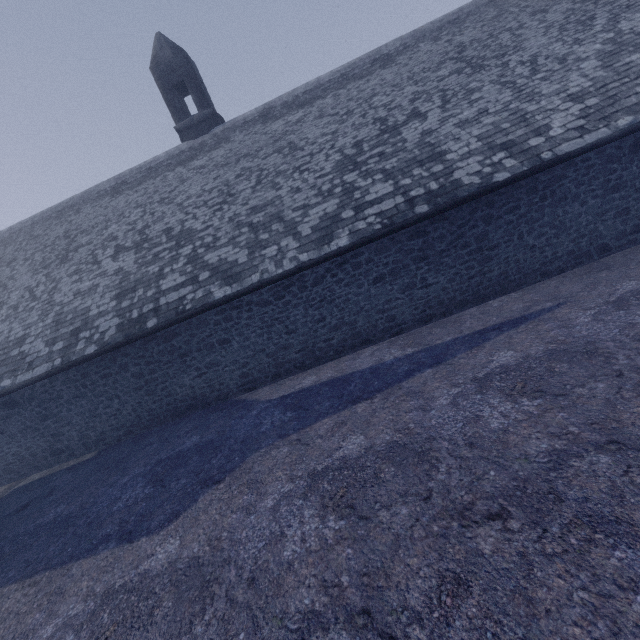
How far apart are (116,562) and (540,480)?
6.30m
